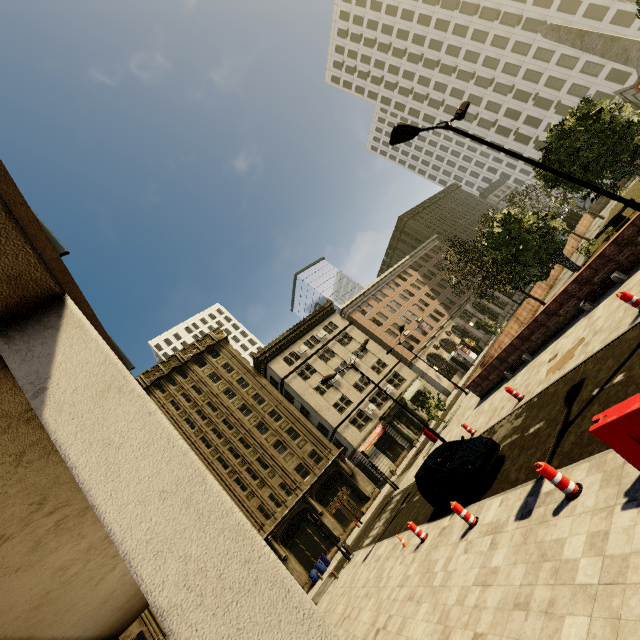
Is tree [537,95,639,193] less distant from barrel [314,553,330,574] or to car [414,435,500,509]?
car [414,435,500,509]

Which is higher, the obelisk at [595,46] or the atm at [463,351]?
the obelisk at [595,46]

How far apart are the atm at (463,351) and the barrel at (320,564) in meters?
31.5

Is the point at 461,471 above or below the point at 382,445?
below

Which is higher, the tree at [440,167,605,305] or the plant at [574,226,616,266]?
the tree at [440,167,605,305]

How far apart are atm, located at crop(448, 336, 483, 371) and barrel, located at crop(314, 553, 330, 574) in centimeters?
3148cm

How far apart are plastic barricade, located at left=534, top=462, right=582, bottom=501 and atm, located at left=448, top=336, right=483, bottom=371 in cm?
4348

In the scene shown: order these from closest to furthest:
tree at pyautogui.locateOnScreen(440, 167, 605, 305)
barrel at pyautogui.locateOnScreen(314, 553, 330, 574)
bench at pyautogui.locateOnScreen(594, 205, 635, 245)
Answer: tree at pyautogui.locateOnScreen(440, 167, 605, 305)
bench at pyautogui.locateOnScreen(594, 205, 635, 245)
barrel at pyautogui.locateOnScreen(314, 553, 330, 574)
